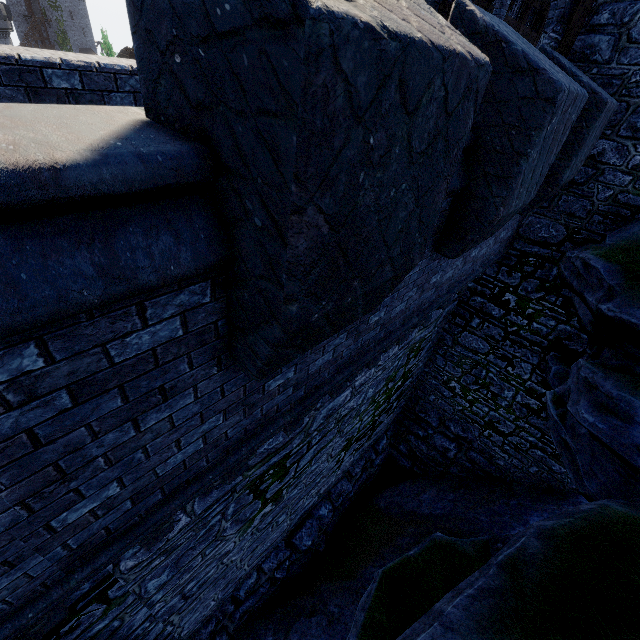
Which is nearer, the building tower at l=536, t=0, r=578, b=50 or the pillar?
the building tower at l=536, t=0, r=578, b=50

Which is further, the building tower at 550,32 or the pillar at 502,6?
the pillar at 502,6

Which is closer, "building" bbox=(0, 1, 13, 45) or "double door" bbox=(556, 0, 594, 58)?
"double door" bbox=(556, 0, 594, 58)

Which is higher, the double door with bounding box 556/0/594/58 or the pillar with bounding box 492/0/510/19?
the pillar with bounding box 492/0/510/19

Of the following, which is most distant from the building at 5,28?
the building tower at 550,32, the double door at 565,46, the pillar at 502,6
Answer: the double door at 565,46

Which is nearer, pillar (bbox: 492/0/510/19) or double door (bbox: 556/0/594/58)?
double door (bbox: 556/0/594/58)

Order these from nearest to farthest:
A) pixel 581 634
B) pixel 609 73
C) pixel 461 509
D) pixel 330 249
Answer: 1. pixel 330 249
2. pixel 581 634
3. pixel 609 73
4. pixel 461 509

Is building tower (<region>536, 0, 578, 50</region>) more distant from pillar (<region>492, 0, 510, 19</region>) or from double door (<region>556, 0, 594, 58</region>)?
pillar (<region>492, 0, 510, 19</region>)
